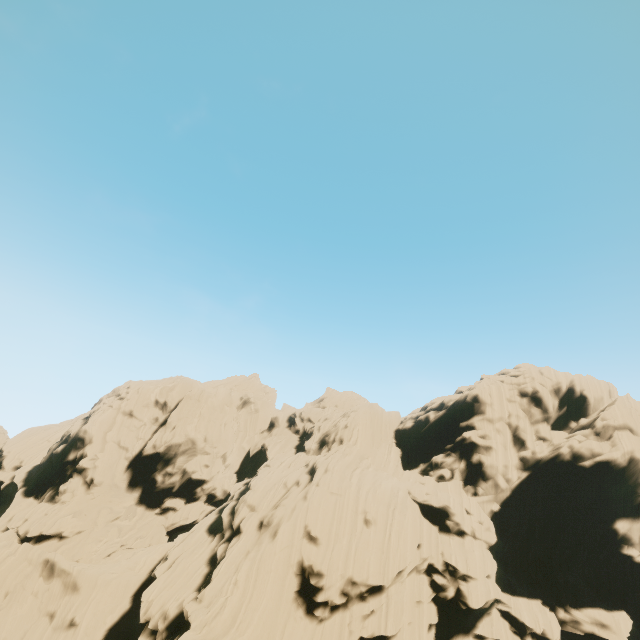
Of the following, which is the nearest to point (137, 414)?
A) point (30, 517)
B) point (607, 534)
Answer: point (30, 517)
